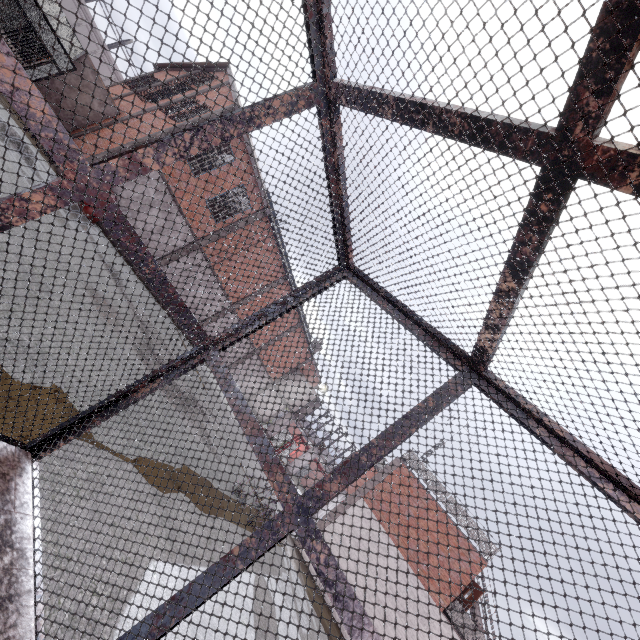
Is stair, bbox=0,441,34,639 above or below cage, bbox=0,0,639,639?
below

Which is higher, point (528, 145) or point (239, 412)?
point (528, 145)

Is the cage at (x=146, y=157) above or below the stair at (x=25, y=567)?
above
